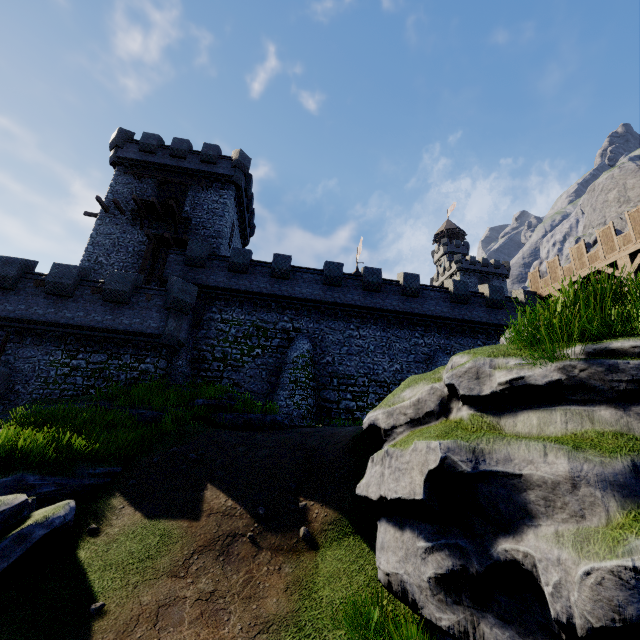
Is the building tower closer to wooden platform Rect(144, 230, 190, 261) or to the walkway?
wooden platform Rect(144, 230, 190, 261)

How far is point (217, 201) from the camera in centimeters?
2741cm

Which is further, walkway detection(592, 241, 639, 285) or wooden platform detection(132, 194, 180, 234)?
wooden platform detection(132, 194, 180, 234)

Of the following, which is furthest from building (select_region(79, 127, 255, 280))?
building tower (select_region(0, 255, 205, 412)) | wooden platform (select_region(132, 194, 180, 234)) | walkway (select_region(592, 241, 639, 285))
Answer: walkway (select_region(592, 241, 639, 285))

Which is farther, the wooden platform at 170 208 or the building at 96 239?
the building at 96 239

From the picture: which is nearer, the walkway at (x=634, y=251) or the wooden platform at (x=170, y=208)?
the walkway at (x=634, y=251)

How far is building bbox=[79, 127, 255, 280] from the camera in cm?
2469

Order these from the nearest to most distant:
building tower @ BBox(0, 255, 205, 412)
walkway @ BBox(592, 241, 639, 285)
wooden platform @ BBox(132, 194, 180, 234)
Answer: building tower @ BBox(0, 255, 205, 412)
walkway @ BBox(592, 241, 639, 285)
wooden platform @ BBox(132, 194, 180, 234)
